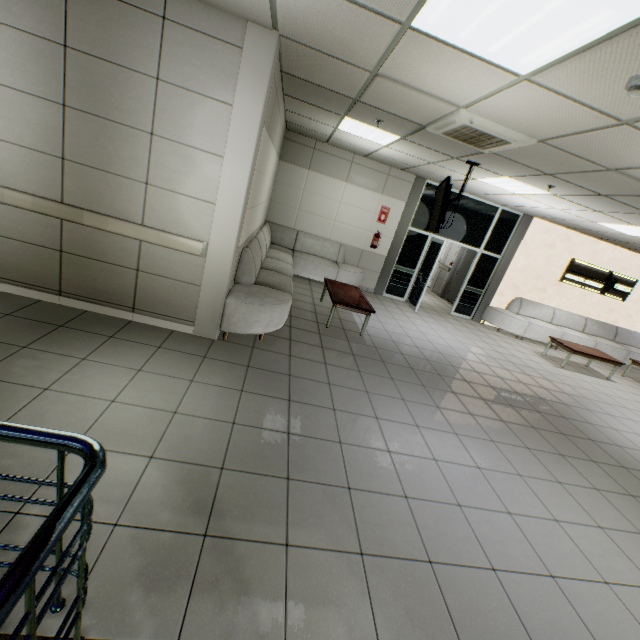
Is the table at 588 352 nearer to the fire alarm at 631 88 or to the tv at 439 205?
the tv at 439 205

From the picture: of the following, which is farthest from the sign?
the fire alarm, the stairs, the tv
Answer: the stairs

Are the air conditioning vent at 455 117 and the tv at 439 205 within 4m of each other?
yes

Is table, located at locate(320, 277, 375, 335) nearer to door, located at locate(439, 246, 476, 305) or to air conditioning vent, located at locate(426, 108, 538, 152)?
air conditioning vent, located at locate(426, 108, 538, 152)

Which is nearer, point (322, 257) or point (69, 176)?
point (69, 176)

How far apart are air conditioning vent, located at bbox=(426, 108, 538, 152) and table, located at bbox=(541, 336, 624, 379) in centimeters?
576cm

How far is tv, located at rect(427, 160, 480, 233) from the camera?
5.0m

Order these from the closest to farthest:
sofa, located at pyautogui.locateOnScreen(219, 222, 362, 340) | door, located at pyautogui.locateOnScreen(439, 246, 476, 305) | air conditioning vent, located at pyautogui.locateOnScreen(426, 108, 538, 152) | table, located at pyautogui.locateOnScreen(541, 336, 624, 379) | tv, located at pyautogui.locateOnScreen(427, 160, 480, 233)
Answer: air conditioning vent, located at pyautogui.locateOnScreen(426, 108, 538, 152)
sofa, located at pyautogui.locateOnScreen(219, 222, 362, 340)
tv, located at pyautogui.locateOnScreen(427, 160, 480, 233)
table, located at pyautogui.locateOnScreen(541, 336, 624, 379)
door, located at pyautogui.locateOnScreen(439, 246, 476, 305)
